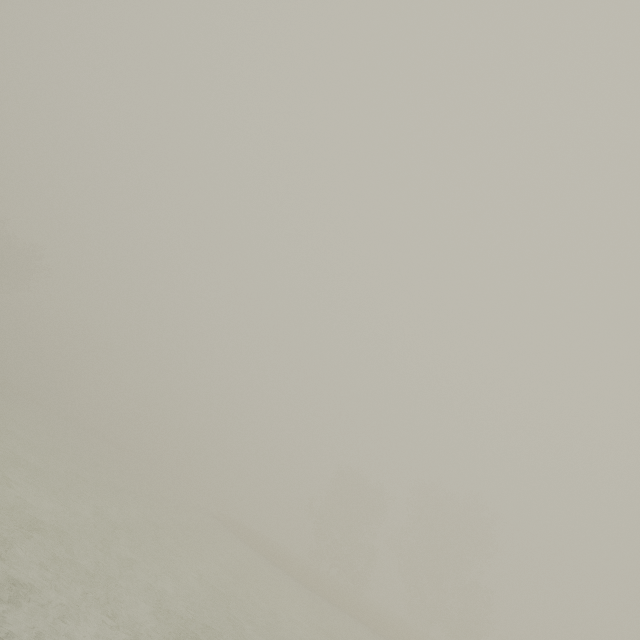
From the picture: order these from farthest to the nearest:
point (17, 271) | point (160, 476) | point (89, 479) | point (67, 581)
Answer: point (160, 476) → point (17, 271) → point (89, 479) → point (67, 581)
